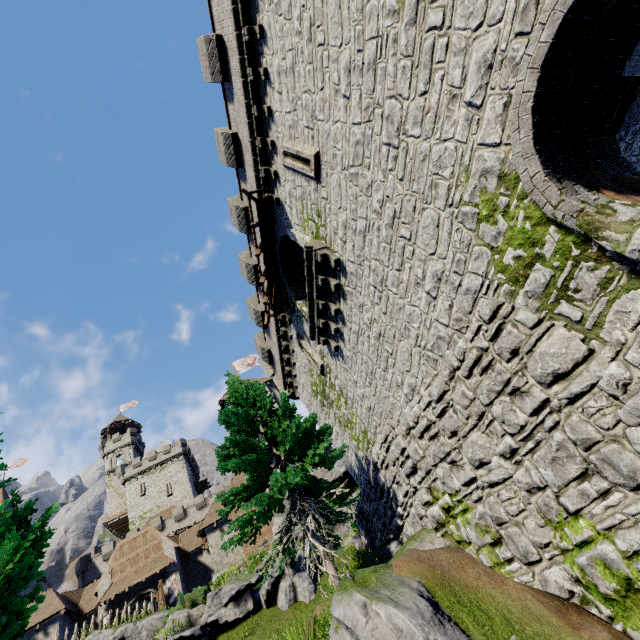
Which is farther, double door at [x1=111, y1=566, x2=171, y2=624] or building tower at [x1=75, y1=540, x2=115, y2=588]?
building tower at [x1=75, y1=540, x2=115, y2=588]

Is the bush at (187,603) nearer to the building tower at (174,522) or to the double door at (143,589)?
the double door at (143,589)

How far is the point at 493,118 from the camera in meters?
4.8 m

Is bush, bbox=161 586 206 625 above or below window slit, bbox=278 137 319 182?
below

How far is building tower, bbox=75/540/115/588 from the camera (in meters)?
40.22

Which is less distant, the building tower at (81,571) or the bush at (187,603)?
the bush at (187,603)

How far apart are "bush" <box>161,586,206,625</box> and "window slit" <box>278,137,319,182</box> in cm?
2068
